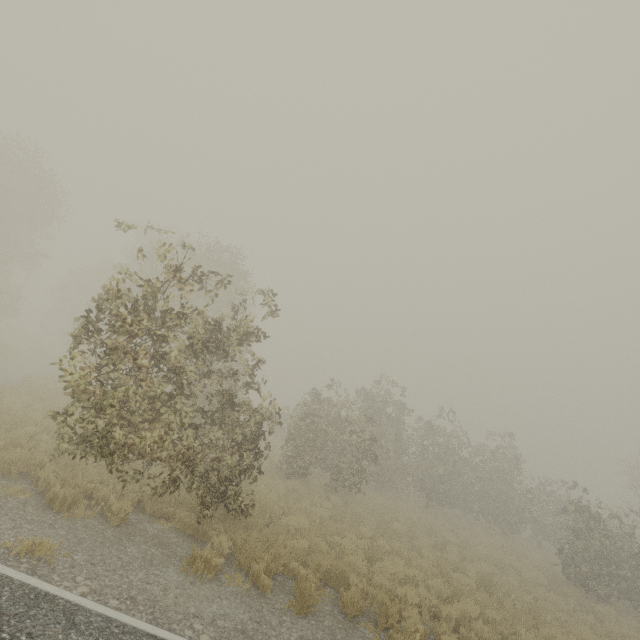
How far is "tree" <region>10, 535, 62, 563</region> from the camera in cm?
501

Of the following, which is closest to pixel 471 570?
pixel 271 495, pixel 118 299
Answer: pixel 271 495

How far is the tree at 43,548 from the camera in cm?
501
